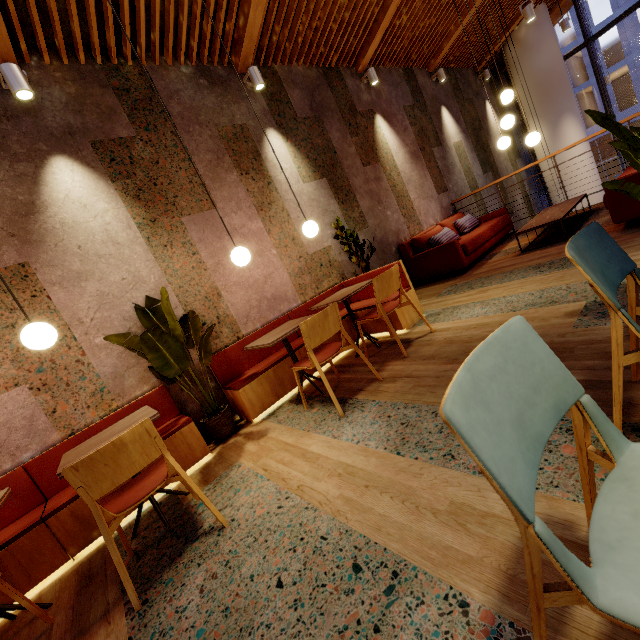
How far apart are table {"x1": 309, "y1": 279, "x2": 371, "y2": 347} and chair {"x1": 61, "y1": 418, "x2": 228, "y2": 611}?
2.15m

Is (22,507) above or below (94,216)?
below

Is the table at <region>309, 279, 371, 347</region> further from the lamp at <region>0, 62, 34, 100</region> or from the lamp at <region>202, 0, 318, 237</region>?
the lamp at <region>0, 62, 34, 100</region>

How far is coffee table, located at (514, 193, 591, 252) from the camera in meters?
4.5

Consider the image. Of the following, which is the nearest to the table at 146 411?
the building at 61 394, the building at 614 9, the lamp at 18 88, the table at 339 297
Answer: the building at 61 394

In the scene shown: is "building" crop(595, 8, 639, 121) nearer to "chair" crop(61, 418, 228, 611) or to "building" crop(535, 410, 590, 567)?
"building" crop(535, 410, 590, 567)

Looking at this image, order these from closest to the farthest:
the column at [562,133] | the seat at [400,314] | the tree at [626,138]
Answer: the tree at [626,138] → the seat at [400,314] → the column at [562,133]

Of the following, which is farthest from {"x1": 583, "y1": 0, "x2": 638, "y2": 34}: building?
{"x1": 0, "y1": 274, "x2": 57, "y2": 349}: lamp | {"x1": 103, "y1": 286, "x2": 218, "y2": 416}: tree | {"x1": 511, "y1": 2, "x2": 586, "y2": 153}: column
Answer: {"x1": 0, "y1": 274, "x2": 57, "y2": 349}: lamp
